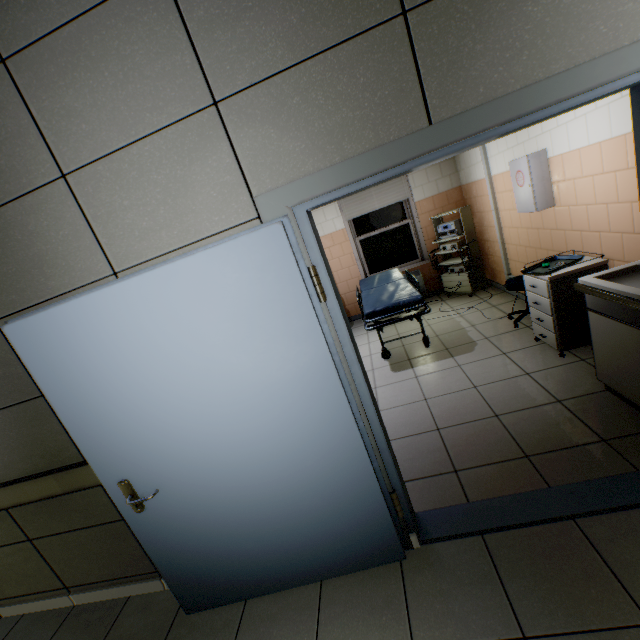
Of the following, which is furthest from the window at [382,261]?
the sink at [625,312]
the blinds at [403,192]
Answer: the sink at [625,312]

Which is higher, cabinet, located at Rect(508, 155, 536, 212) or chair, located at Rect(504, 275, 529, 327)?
cabinet, located at Rect(508, 155, 536, 212)

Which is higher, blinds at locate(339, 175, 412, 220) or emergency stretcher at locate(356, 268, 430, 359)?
blinds at locate(339, 175, 412, 220)

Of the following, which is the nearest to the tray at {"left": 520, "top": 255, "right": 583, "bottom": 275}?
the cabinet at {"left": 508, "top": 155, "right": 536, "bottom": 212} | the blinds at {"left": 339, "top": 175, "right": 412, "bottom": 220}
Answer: the cabinet at {"left": 508, "top": 155, "right": 536, "bottom": 212}

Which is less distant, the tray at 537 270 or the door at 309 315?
the door at 309 315

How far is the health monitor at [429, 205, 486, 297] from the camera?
5.4m

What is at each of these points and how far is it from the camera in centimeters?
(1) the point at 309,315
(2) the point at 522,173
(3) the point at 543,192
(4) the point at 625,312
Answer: (1) door, 149cm
(2) cabinet, 344cm
(3) first aid kit, 336cm
(4) sink, 207cm

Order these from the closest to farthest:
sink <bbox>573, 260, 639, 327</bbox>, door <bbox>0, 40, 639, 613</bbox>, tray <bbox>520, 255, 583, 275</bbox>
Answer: door <bbox>0, 40, 639, 613</bbox>
sink <bbox>573, 260, 639, 327</bbox>
tray <bbox>520, 255, 583, 275</bbox>
